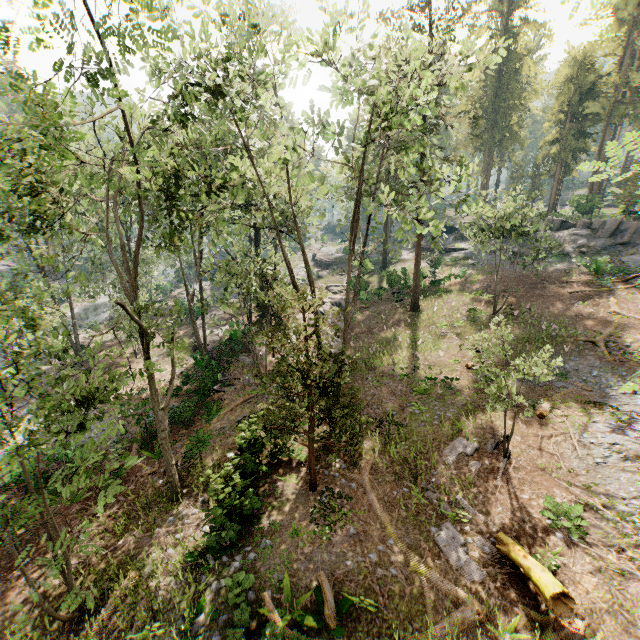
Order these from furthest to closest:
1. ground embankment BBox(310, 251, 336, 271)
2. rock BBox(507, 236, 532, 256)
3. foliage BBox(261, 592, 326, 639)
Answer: ground embankment BBox(310, 251, 336, 271), rock BBox(507, 236, 532, 256), foliage BBox(261, 592, 326, 639)

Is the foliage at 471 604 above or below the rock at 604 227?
below

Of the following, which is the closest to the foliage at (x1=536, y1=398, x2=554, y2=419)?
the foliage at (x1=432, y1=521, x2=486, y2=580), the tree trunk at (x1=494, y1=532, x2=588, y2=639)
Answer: the tree trunk at (x1=494, y1=532, x2=588, y2=639)

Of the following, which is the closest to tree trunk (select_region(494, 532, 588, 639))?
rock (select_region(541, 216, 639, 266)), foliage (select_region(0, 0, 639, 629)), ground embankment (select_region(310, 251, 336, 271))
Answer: foliage (select_region(0, 0, 639, 629))

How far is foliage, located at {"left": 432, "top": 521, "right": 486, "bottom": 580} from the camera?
10.6 meters

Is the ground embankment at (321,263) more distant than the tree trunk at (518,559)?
Yes

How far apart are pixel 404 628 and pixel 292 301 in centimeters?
1061cm

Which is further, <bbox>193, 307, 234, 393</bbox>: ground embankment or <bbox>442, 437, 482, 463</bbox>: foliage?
<bbox>193, 307, 234, 393</bbox>: ground embankment
